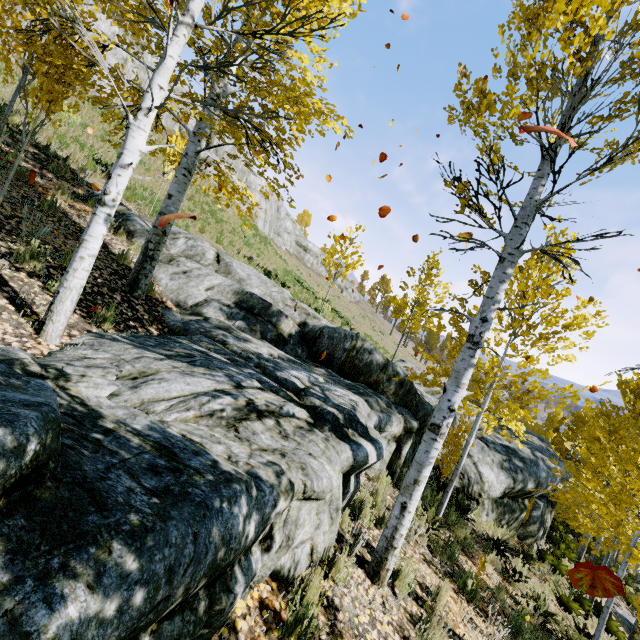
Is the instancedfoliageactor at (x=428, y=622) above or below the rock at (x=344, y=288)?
below

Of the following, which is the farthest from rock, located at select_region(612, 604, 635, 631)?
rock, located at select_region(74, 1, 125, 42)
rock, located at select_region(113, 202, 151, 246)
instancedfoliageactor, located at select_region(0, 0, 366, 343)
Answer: rock, located at select_region(74, 1, 125, 42)

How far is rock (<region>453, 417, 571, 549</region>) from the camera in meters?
9.4

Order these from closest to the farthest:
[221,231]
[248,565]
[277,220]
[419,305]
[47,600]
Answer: [47,600], [248,565], [221,231], [277,220], [419,305]

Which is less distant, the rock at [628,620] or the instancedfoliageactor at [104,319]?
the instancedfoliageactor at [104,319]

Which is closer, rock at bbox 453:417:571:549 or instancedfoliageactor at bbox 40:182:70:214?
instancedfoliageactor at bbox 40:182:70:214

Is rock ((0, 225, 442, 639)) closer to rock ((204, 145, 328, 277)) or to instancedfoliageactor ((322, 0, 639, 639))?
instancedfoliageactor ((322, 0, 639, 639))
